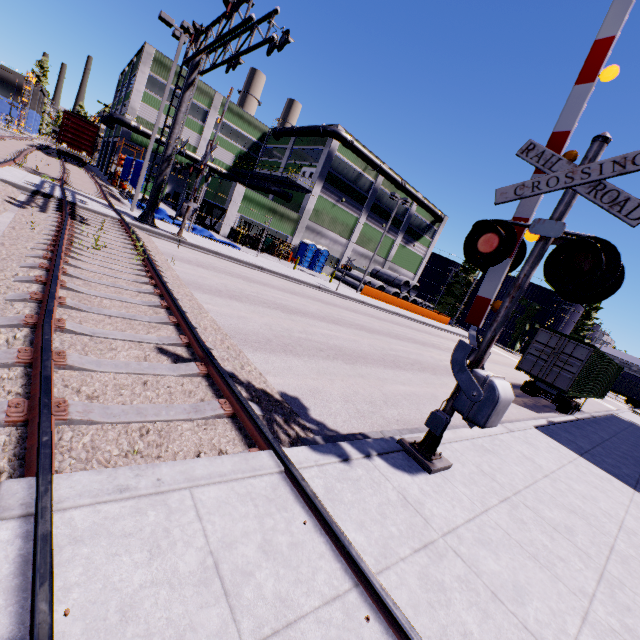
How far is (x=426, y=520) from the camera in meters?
3.8 m

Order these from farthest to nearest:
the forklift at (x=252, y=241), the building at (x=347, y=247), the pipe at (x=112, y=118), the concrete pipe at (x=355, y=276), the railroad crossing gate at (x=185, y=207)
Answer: the concrete pipe at (x=355, y=276)
the pipe at (x=112, y=118)
the building at (x=347, y=247)
the forklift at (x=252, y=241)
the railroad crossing gate at (x=185, y=207)

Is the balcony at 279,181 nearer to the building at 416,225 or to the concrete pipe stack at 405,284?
the building at 416,225

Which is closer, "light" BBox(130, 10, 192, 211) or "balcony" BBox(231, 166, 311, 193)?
"light" BBox(130, 10, 192, 211)

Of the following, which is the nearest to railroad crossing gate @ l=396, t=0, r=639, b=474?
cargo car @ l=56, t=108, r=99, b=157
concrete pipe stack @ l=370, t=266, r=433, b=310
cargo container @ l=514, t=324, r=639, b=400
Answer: cargo container @ l=514, t=324, r=639, b=400

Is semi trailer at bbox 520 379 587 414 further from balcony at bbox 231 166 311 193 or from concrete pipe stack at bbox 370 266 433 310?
balcony at bbox 231 166 311 193

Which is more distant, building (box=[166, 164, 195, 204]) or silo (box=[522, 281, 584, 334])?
silo (box=[522, 281, 584, 334])

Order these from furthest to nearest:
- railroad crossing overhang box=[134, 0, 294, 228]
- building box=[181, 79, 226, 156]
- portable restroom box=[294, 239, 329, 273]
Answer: building box=[181, 79, 226, 156]
portable restroom box=[294, 239, 329, 273]
railroad crossing overhang box=[134, 0, 294, 228]
